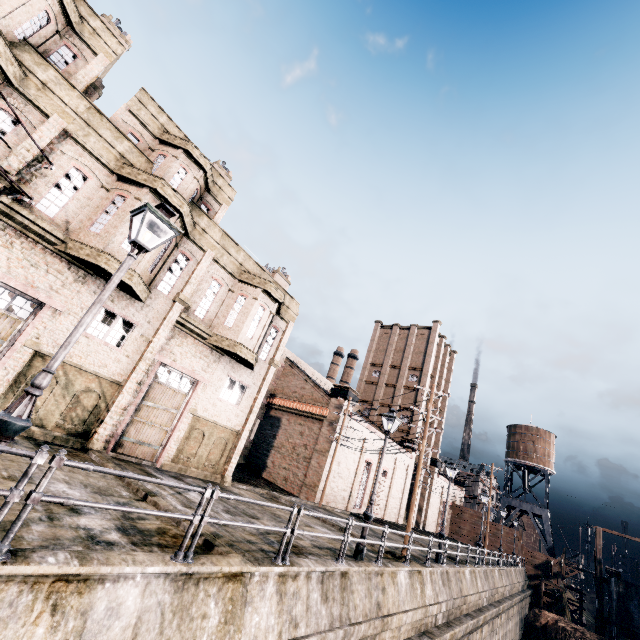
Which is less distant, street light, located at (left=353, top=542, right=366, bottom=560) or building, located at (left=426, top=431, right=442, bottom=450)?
street light, located at (left=353, top=542, right=366, bottom=560)

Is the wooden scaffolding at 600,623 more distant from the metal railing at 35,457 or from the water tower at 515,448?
the metal railing at 35,457

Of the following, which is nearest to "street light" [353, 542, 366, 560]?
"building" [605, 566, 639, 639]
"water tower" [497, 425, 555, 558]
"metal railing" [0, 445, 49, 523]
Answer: "metal railing" [0, 445, 49, 523]

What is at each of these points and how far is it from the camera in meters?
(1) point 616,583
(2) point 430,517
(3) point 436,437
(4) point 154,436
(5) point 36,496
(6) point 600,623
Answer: (1) building, 37.4
(2) building, 48.6
(3) building, 52.9
(4) building, 15.8
(5) metal railing, 4.2
(6) wooden scaffolding, 39.1

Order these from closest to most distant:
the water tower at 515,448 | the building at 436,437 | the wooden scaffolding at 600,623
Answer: the wooden scaffolding at 600,623 → the building at 436,437 → the water tower at 515,448

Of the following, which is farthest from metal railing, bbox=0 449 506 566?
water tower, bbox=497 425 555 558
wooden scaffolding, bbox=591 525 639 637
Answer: water tower, bbox=497 425 555 558

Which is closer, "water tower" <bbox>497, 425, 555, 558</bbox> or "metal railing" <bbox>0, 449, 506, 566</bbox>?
"metal railing" <bbox>0, 449, 506, 566</bbox>

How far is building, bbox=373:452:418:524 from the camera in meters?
36.3 m
